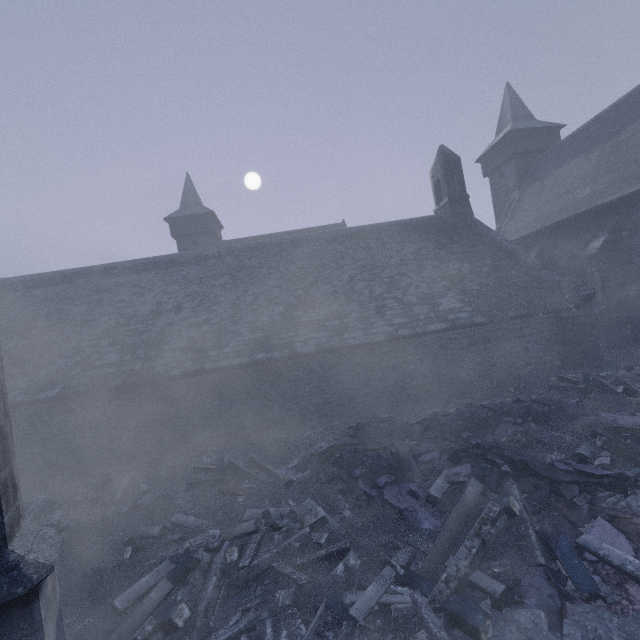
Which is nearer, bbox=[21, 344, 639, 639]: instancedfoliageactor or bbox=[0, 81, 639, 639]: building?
bbox=[21, 344, 639, 639]: instancedfoliageactor

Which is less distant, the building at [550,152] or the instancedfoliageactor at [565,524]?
the instancedfoliageactor at [565,524]

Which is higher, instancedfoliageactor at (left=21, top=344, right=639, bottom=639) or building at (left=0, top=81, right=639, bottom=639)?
building at (left=0, top=81, right=639, bottom=639)

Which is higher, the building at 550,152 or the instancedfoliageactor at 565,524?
the building at 550,152

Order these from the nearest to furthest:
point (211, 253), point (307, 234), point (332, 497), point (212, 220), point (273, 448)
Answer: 1. point (332, 497)
2. point (273, 448)
3. point (211, 253)
4. point (307, 234)
5. point (212, 220)
